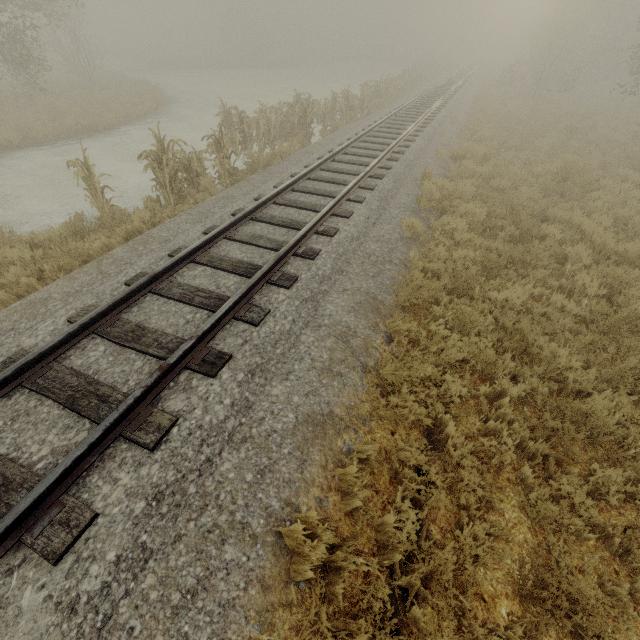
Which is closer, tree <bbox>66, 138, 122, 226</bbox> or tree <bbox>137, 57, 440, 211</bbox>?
tree <bbox>66, 138, 122, 226</bbox>

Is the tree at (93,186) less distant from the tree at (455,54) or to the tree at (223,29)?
the tree at (223,29)

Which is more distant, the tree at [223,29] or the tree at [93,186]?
the tree at [223,29]

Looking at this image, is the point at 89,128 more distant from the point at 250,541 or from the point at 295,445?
the point at 250,541

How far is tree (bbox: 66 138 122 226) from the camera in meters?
7.2

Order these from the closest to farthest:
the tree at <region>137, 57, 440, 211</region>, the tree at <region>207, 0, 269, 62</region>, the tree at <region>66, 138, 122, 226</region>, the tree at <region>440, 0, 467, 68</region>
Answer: the tree at <region>66, 138, 122, 226</region> < the tree at <region>137, 57, 440, 211</region> < the tree at <region>440, 0, 467, 68</region> < the tree at <region>207, 0, 269, 62</region>

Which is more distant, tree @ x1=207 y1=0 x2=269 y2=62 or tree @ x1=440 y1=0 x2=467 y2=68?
tree @ x1=207 y1=0 x2=269 y2=62

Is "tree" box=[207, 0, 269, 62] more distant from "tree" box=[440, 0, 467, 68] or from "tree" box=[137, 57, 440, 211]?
"tree" box=[137, 57, 440, 211]
